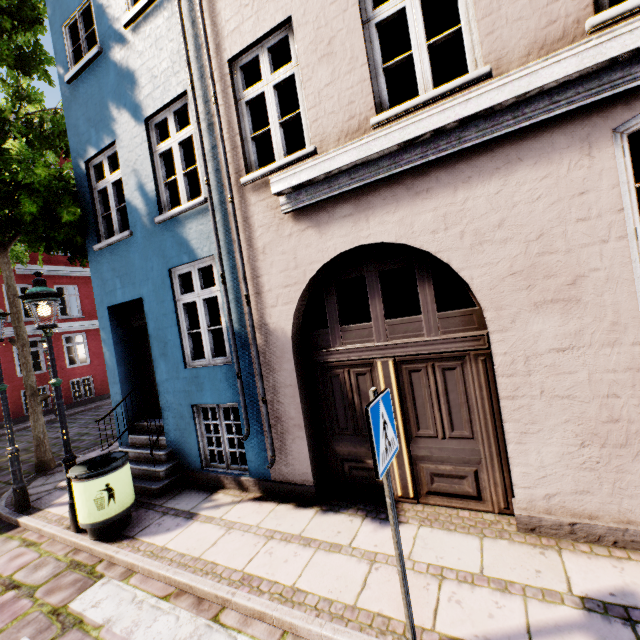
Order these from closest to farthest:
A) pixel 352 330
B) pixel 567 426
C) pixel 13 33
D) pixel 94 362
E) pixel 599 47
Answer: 1. pixel 599 47
2. pixel 567 426
3. pixel 352 330
4. pixel 13 33
5. pixel 94 362

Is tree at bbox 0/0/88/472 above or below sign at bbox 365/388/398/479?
above

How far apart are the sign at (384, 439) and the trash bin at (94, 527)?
4.2 meters

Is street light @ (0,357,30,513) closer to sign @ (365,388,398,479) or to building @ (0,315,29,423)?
building @ (0,315,29,423)

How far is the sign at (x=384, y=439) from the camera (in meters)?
2.12

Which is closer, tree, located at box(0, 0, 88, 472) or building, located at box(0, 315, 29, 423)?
tree, located at box(0, 0, 88, 472)

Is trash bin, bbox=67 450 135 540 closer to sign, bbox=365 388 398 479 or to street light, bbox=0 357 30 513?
street light, bbox=0 357 30 513

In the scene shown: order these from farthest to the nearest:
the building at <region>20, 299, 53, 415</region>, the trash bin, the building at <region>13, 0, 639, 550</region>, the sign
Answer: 1. the building at <region>20, 299, 53, 415</region>
2. the trash bin
3. the building at <region>13, 0, 639, 550</region>
4. the sign
